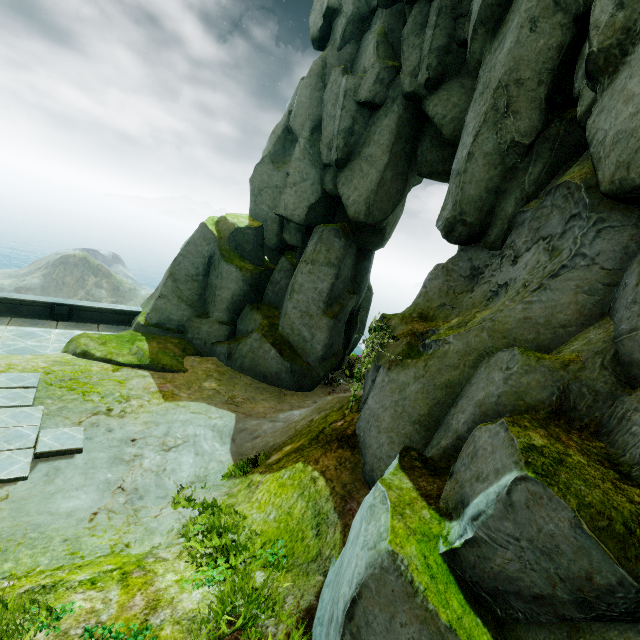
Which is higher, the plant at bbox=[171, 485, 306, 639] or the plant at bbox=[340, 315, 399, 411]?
the plant at bbox=[340, 315, 399, 411]

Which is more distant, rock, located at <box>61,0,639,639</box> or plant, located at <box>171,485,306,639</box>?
plant, located at <box>171,485,306,639</box>

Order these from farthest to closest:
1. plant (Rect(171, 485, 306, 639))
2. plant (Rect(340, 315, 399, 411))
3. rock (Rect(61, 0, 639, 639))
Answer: plant (Rect(340, 315, 399, 411)) < plant (Rect(171, 485, 306, 639)) < rock (Rect(61, 0, 639, 639))

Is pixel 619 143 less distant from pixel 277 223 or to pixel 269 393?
pixel 269 393

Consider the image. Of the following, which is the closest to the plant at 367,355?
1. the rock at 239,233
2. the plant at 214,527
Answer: the rock at 239,233

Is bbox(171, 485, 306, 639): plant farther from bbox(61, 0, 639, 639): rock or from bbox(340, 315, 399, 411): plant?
bbox(340, 315, 399, 411): plant

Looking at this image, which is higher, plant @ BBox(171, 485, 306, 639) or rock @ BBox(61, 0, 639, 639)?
rock @ BBox(61, 0, 639, 639)

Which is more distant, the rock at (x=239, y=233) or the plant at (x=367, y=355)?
the plant at (x=367, y=355)
